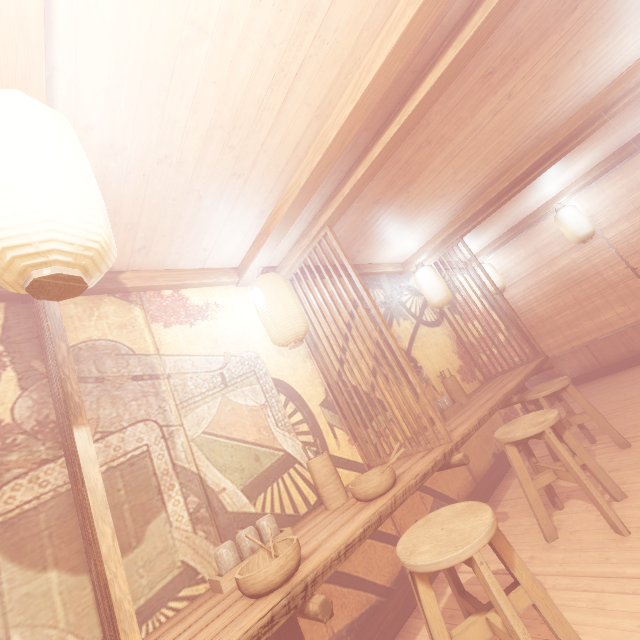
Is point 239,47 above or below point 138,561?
above

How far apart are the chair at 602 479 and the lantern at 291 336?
3.0 meters

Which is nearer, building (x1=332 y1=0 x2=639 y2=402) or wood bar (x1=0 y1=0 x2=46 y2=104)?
wood bar (x1=0 y1=0 x2=46 y2=104)

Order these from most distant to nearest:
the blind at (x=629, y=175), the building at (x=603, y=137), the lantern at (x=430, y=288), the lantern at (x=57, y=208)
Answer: the blind at (x=629, y=175)
the lantern at (x=430, y=288)
the building at (x=603, y=137)
the lantern at (x=57, y=208)

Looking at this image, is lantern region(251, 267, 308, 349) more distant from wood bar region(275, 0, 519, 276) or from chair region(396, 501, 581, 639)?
wood bar region(275, 0, 519, 276)

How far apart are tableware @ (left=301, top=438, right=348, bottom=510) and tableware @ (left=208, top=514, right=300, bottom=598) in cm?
92

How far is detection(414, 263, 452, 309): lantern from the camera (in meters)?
7.91

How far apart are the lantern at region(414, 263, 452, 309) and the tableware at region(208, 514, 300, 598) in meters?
6.4 m
